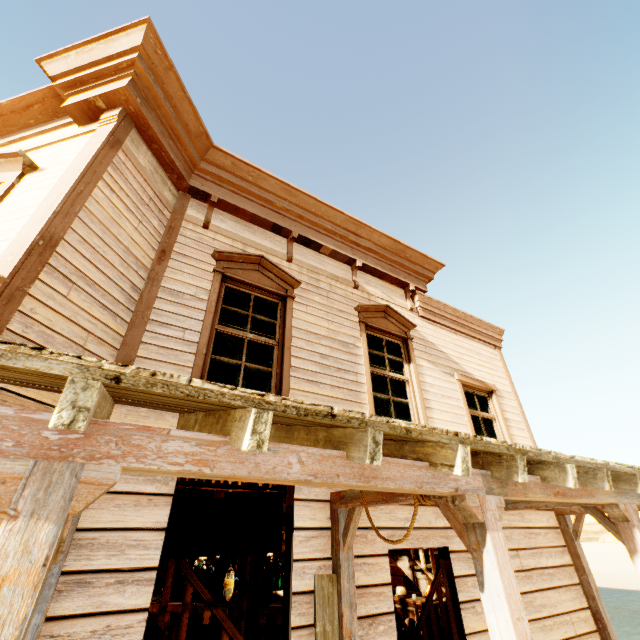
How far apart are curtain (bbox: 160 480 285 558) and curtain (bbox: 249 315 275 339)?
1.0m

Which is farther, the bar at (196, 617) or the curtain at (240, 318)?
the bar at (196, 617)

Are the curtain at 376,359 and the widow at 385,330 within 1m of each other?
yes

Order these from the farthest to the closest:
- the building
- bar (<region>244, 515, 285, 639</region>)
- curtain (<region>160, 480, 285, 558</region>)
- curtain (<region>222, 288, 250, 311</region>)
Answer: bar (<region>244, 515, 285, 639</region>), curtain (<region>222, 288, 250, 311</region>), curtain (<region>160, 480, 285, 558</region>), the building

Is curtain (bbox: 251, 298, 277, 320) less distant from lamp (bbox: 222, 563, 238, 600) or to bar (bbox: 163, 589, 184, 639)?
lamp (bbox: 222, 563, 238, 600)

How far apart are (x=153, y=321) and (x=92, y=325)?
0.7m

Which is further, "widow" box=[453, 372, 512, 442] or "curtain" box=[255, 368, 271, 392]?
"widow" box=[453, 372, 512, 442]

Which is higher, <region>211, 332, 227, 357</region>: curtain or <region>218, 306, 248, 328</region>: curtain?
<region>218, 306, 248, 328</region>: curtain
